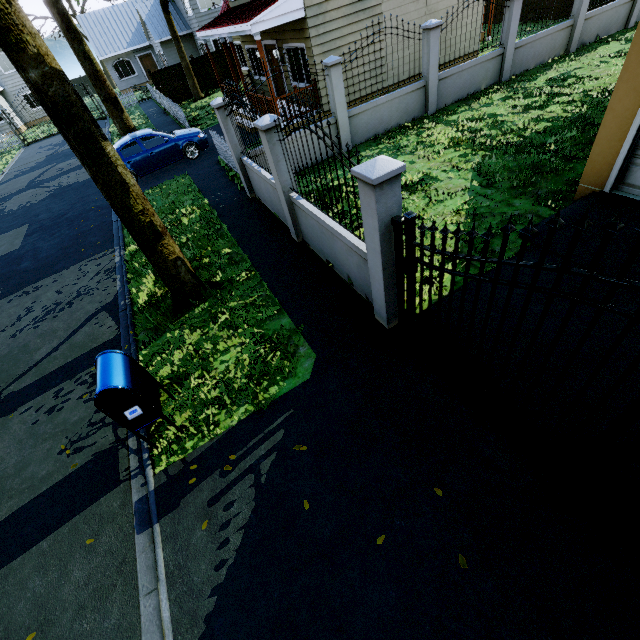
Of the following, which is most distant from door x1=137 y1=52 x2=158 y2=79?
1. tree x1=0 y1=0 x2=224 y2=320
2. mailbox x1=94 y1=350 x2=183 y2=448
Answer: mailbox x1=94 y1=350 x2=183 y2=448

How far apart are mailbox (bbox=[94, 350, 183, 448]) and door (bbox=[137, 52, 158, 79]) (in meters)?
43.95

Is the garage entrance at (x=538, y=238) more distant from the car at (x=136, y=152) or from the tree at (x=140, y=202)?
the car at (x=136, y=152)

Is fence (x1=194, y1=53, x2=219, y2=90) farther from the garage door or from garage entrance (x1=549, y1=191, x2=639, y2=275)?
the garage door

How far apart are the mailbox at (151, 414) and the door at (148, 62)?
43.9 meters

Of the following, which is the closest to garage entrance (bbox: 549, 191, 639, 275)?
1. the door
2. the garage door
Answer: the garage door

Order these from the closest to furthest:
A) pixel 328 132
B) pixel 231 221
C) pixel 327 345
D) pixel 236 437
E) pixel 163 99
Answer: pixel 236 437
pixel 327 345
pixel 231 221
pixel 328 132
pixel 163 99

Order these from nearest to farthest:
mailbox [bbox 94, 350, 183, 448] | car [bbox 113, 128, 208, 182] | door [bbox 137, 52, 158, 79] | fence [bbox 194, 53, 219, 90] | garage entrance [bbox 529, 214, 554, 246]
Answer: mailbox [bbox 94, 350, 183, 448]
garage entrance [bbox 529, 214, 554, 246]
car [bbox 113, 128, 208, 182]
fence [bbox 194, 53, 219, 90]
door [bbox 137, 52, 158, 79]
